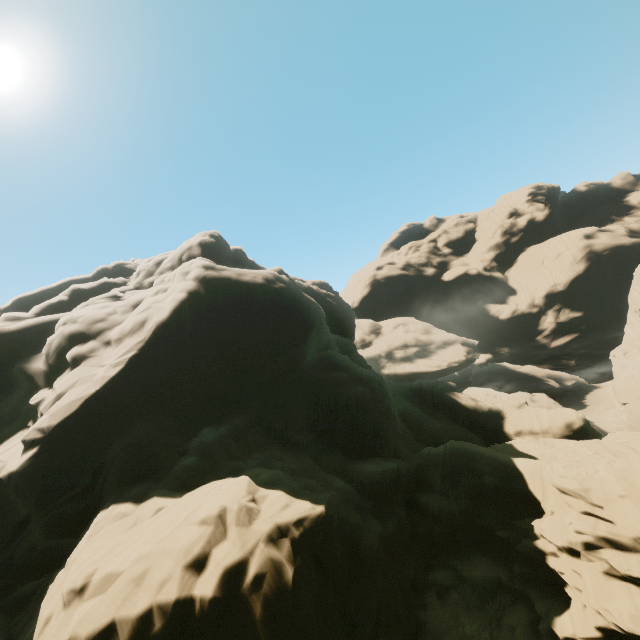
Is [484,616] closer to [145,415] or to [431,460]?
[431,460]

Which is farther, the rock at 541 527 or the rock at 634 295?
the rock at 634 295

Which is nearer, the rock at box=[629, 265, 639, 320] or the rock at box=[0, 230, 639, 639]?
the rock at box=[0, 230, 639, 639]
